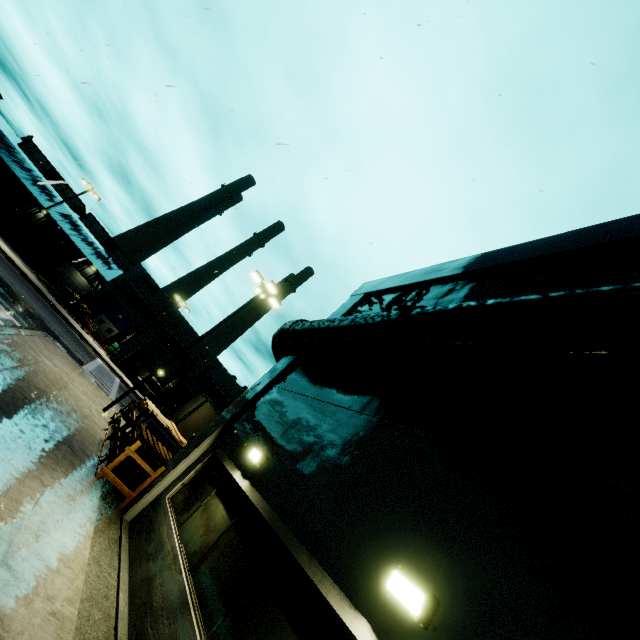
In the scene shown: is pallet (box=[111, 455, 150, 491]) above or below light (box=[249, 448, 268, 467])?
below

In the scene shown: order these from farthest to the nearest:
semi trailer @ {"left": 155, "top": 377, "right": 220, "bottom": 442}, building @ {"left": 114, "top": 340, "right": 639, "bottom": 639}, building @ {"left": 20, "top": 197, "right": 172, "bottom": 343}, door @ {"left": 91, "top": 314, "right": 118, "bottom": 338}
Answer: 1. building @ {"left": 20, "top": 197, "right": 172, "bottom": 343}
2. door @ {"left": 91, "top": 314, "right": 118, "bottom": 338}
3. semi trailer @ {"left": 155, "top": 377, "right": 220, "bottom": 442}
4. building @ {"left": 114, "top": 340, "right": 639, "bottom": 639}

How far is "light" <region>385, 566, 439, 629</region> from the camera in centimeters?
300cm

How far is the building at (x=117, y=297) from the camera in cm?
4175

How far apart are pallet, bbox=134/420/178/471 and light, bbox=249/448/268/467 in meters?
4.9

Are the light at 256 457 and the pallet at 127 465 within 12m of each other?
yes

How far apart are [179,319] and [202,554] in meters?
44.5 m

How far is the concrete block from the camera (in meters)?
35.31
